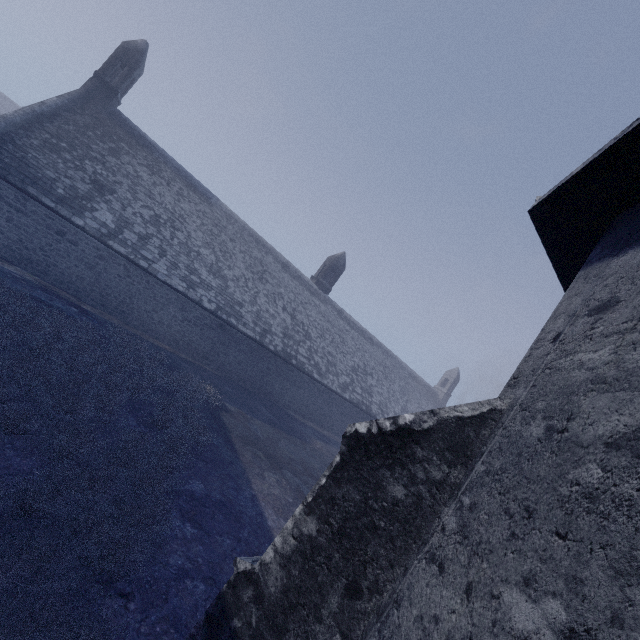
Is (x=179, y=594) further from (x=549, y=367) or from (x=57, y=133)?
(x=57, y=133)
